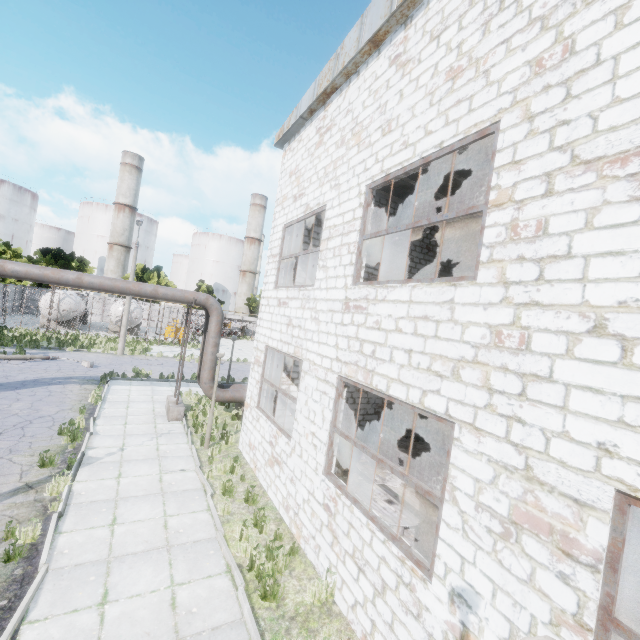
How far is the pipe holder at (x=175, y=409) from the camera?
13.1m

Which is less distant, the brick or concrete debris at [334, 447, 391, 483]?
concrete debris at [334, 447, 391, 483]

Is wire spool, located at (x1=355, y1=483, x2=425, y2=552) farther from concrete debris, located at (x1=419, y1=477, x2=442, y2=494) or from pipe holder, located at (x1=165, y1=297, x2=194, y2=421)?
pipe holder, located at (x1=165, y1=297, x2=194, y2=421)

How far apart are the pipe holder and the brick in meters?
9.0

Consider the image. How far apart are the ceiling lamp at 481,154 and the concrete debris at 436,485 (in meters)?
9.82

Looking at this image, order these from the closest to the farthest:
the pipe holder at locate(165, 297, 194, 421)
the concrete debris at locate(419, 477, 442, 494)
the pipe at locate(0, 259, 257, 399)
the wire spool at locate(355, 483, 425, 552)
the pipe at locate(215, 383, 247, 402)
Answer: the wire spool at locate(355, 483, 425, 552)
the concrete debris at locate(419, 477, 442, 494)
the pipe at locate(0, 259, 257, 399)
the pipe holder at locate(165, 297, 194, 421)
the pipe at locate(215, 383, 247, 402)

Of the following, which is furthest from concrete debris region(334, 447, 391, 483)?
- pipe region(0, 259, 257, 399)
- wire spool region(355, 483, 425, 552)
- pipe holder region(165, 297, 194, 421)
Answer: pipe holder region(165, 297, 194, 421)

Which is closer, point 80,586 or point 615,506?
point 615,506
